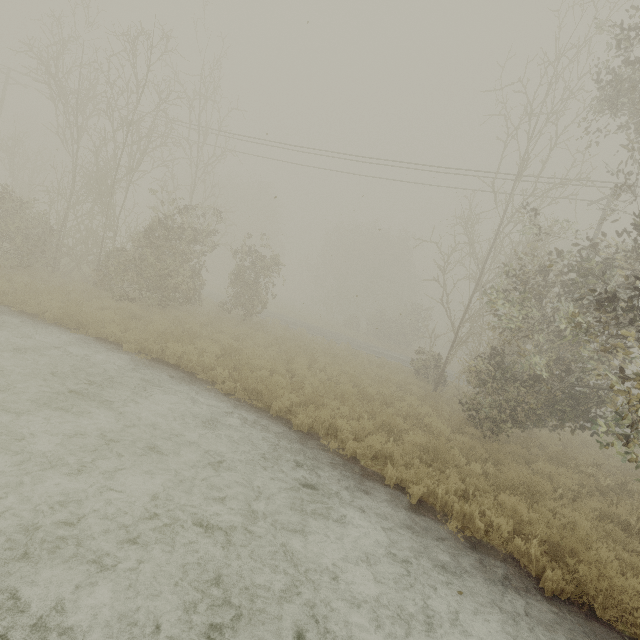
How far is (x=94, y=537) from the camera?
4.04m
